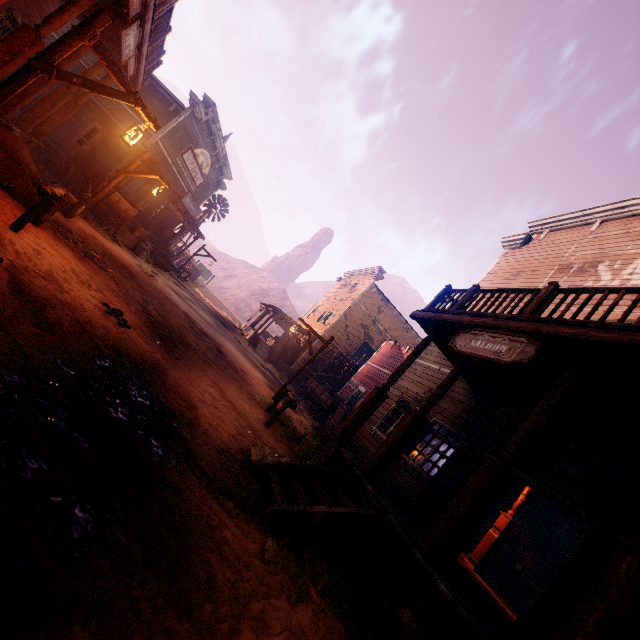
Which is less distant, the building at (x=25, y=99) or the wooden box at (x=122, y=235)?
the building at (x=25, y=99)

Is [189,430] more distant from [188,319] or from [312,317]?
[312,317]

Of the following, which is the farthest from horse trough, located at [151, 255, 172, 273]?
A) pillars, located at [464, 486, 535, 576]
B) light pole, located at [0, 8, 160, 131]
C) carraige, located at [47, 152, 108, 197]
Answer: pillars, located at [464, 486, 535, 576]

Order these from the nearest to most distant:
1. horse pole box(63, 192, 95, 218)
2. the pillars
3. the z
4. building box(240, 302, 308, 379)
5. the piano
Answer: the z → the pillars → horse pole box(63, 192, 95, 218) → the piano → building box(240, 302, 308, 379)

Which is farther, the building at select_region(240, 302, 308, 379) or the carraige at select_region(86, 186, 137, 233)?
the building at select_region(240, 302, 308, 379)

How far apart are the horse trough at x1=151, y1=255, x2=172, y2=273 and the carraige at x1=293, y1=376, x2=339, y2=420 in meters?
10.2 m

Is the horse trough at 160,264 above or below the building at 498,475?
below

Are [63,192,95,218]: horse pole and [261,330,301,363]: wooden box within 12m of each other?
no
